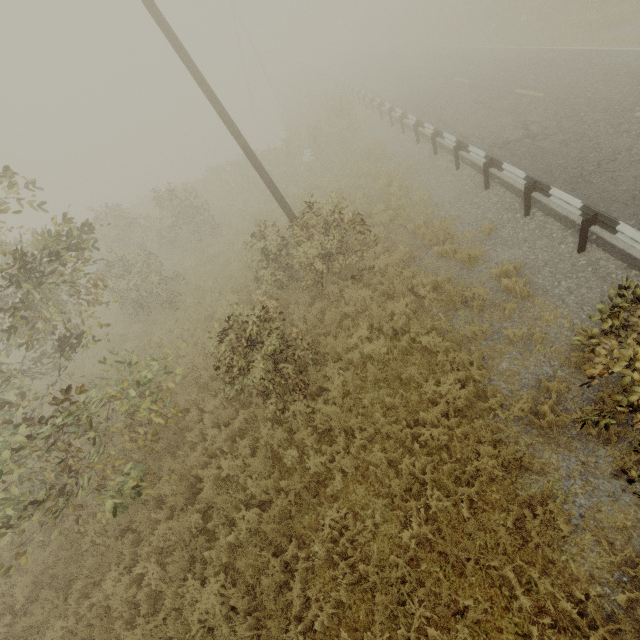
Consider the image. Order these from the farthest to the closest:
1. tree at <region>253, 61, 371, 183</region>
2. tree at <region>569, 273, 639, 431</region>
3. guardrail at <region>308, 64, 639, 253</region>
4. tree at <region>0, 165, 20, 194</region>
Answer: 1. tree at <region>253, 61, 371, 183</region>
2. guardrail at <region>308, 64, 639, 253</region>
3. tree at <region>0, 165, 20, 194</region>
4. tree at <region>569, 273, 639, 431</region>

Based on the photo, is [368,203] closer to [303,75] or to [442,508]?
[442,508]

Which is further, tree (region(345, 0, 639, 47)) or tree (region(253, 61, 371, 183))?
tree (region(253, 61, 371, 183))

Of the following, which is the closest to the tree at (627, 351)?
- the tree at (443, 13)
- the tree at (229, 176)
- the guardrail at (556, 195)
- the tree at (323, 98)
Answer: the guardrail at (556, 195)

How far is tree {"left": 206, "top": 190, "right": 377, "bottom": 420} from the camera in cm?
668

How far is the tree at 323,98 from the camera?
18.13m

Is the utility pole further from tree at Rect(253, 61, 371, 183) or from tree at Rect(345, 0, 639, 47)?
tree at Rect(345, 0, 639, 47)

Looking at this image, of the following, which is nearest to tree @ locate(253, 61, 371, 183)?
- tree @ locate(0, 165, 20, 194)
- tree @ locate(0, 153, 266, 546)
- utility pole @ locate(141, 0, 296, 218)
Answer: utility pole @ locate(141, 0, 296, 218)
